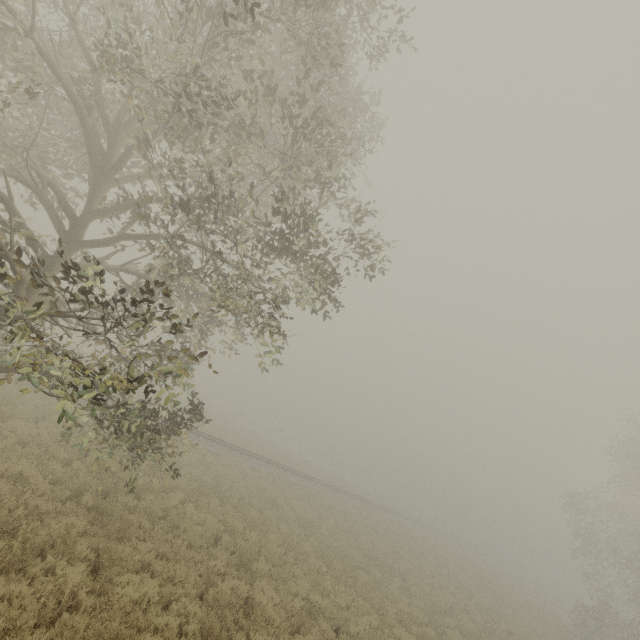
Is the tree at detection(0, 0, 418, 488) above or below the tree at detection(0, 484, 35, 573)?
above

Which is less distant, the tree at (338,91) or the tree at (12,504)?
the tree at (338,91)

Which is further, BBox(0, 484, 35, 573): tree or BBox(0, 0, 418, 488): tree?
BBox(0, 484, 35, 573): tree

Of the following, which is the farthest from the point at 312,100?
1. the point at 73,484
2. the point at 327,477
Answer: the point at 327,477

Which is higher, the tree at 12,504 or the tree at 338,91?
the tree at 338,91
